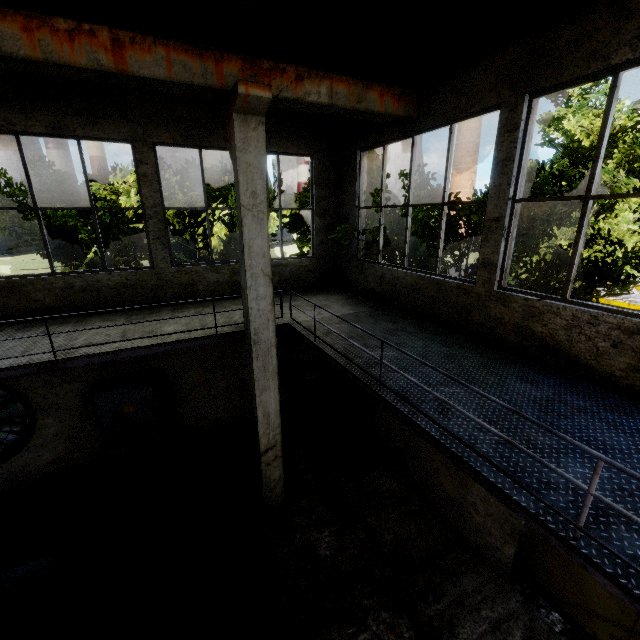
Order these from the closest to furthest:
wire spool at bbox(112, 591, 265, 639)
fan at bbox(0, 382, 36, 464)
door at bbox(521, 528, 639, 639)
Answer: wire spool at bbox(112, 591, 265, 639) < door at bbox(521, 528, 639, 639) < fan at bbox(0, 382, 36, 464)

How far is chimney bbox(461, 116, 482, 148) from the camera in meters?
58.8

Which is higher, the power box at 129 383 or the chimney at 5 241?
the chimney at 5 241

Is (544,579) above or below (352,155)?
below

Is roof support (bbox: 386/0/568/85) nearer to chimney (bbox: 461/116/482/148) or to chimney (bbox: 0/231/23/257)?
chimney (bbox: 461/116/482/148)

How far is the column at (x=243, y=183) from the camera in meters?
4.7 m

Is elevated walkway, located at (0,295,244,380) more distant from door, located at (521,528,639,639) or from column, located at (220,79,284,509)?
door, located at (521,528,639,639)

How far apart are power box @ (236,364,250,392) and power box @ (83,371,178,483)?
1.93m
